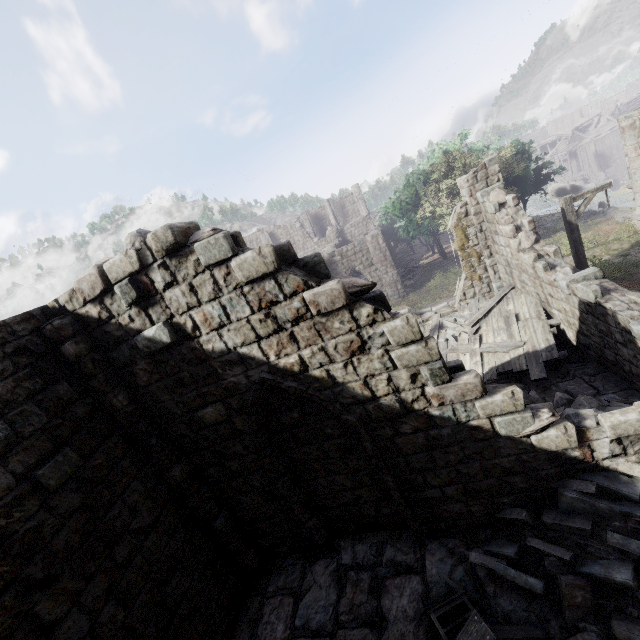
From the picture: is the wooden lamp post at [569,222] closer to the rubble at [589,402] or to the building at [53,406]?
the building at [53,406]

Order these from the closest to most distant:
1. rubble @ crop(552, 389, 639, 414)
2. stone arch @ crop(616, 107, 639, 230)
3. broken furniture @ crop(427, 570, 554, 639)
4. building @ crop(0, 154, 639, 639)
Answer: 1. broken furniture @ crop(427, 570, 554, 639)
2. building @ crop(0, 154, 639, 639)
3. rubble @ crop(552, 389, 639, 414)
4. stone arch @ crop(616, 107, 639, 230)

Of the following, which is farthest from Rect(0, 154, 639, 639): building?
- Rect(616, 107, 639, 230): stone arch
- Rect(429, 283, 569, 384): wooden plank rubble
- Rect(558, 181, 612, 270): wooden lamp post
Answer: Rect(616, 107, 639, 230): stone arch

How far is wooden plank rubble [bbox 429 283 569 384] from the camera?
8.95m

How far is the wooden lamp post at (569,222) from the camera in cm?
1098

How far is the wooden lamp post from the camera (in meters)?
10.98

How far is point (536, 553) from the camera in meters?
4.9 m

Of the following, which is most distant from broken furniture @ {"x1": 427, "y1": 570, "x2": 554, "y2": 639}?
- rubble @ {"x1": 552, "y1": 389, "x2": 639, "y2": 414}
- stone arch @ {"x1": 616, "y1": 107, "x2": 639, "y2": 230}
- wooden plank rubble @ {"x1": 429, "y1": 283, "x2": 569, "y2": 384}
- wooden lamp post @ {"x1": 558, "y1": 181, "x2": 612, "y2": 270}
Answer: stone arch @ {"x1": 616, "y1": 107, "x2": 639, "y2": 230}
